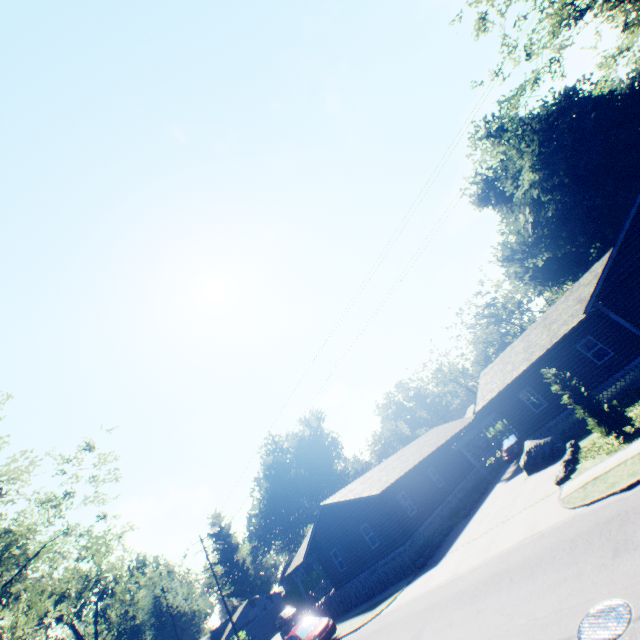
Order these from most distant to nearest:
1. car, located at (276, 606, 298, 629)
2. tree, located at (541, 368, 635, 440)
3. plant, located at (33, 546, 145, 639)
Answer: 1. car, located at (276, 606, 298, 629)
2. plant, located at (33, 546, 145, 639)
3. tree, located at (541, 368, 635, 440)

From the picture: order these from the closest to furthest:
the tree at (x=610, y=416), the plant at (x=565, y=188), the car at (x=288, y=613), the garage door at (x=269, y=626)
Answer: the tree at (x=610, y=416)
the plant at (x=565, y=188)
the car at (x=288, y=613)
the garage door at (x=269, y=626)

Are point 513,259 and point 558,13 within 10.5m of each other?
no

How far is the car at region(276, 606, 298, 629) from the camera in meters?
43.5

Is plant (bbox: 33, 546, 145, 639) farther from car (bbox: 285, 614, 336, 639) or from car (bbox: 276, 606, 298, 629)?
car (bbox: 285, 614, 336, 639)

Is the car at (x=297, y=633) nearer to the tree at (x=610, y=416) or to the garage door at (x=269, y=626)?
the tree at (x=610, y=416)

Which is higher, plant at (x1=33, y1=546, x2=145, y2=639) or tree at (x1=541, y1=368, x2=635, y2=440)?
plant at (x1=33, y1=546, x2=145, y2=639)

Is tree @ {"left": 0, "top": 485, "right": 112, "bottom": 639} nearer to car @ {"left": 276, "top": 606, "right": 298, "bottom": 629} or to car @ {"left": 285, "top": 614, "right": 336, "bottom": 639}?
car @ {"left": 285, "top": 614, "right": 336, "bottom": 639}
